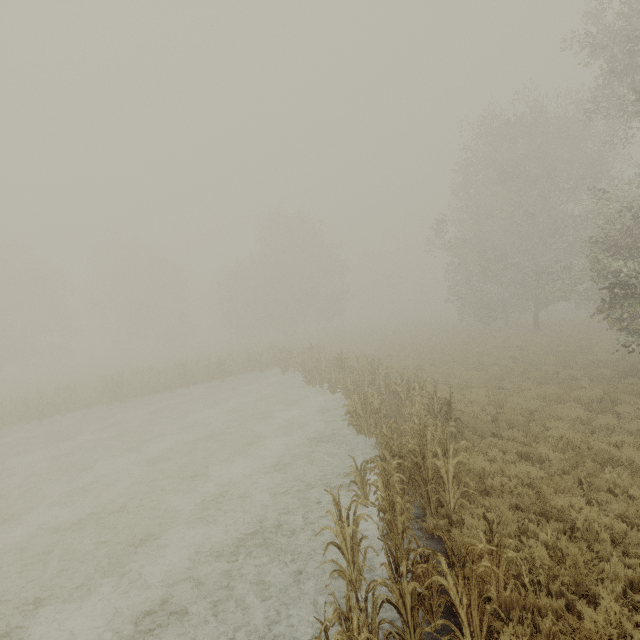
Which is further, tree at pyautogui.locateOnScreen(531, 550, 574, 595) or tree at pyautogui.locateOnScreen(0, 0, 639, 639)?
tree at pyautogui.locateOnScreen(0, 0, 639, 639)

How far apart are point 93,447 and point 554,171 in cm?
3043

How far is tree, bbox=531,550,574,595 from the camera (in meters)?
4.97

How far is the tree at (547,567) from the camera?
5.0 meters

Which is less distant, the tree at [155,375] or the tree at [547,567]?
the tree at [547,567]
